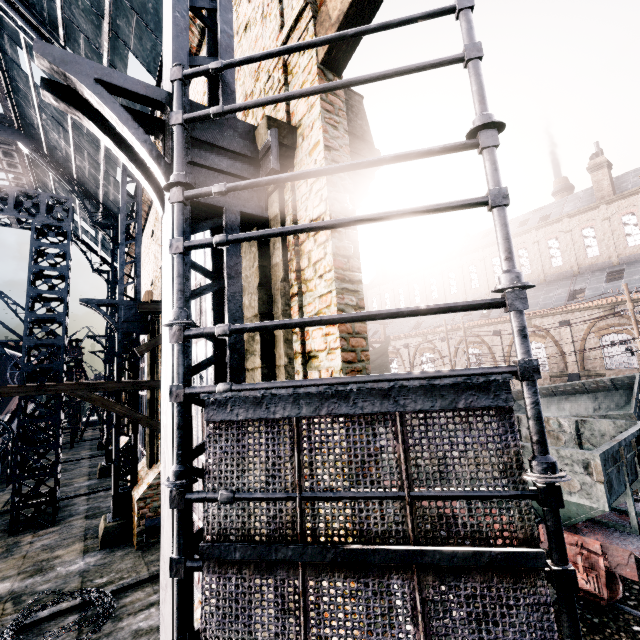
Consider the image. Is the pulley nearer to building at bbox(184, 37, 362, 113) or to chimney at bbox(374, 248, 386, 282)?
building at bbox(184, 37, 362, 113)

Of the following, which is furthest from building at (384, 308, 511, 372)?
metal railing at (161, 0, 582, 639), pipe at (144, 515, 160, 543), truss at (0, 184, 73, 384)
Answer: truss at (0, 184, 73, 384)

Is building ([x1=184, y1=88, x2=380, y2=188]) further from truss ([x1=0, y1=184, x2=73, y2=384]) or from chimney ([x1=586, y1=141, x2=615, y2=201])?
truss ([x1=0, y1=184, x2=73, y2=384])

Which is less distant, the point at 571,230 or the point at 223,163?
the point at 223,163

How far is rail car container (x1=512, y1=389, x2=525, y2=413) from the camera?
25.5m

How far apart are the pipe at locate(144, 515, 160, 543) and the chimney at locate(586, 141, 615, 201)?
42.72m

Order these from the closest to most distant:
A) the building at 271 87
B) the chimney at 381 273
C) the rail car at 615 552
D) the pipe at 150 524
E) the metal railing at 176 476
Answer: the metal railing at 176 476 < the building at 271 87 < the rail car at 615 552 < the pipe at 150 524 < the chimney at 381 273

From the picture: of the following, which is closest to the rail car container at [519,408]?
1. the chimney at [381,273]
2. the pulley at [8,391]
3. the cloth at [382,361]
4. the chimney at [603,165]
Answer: the cloth at [382,361]
